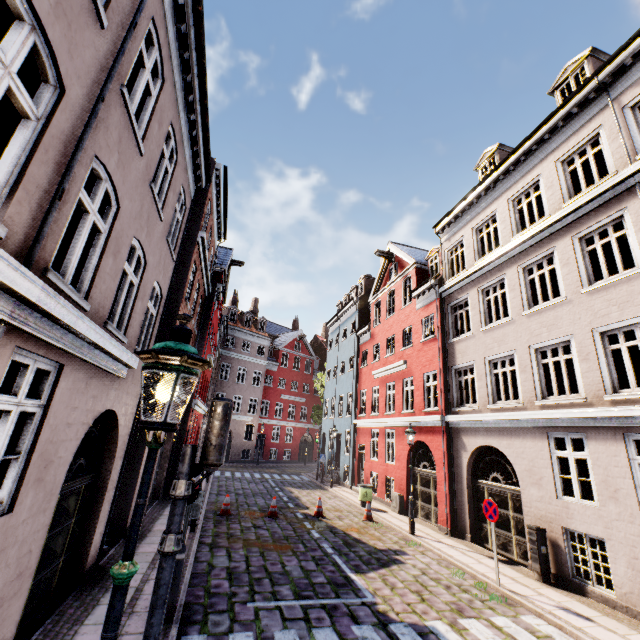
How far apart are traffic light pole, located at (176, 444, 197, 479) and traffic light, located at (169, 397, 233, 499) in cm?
3

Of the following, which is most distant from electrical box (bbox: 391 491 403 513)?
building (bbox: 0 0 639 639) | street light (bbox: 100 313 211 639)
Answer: street light (bbox: 100 313 211 639)

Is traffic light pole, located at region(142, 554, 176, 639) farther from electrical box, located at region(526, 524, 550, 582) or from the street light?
electrical box, located at region(526, 524, 550, 582)

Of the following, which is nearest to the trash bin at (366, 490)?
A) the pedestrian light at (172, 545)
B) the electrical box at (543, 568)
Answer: the electrical box at (543, 568)

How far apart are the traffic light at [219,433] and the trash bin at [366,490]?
14.6 meters

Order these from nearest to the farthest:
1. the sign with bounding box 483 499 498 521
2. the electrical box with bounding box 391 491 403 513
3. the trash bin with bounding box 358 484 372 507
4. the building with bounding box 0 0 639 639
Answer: the building with bounding box 0 0 639 639 → the sign with bounding box 483 499 498 521 → the electrical box with bounding box 391 491 403 513 → the trash bin with bounding box 358 484 372 507

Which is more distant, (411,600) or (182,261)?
(182,261)

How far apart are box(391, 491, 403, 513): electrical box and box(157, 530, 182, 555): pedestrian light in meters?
14.4
